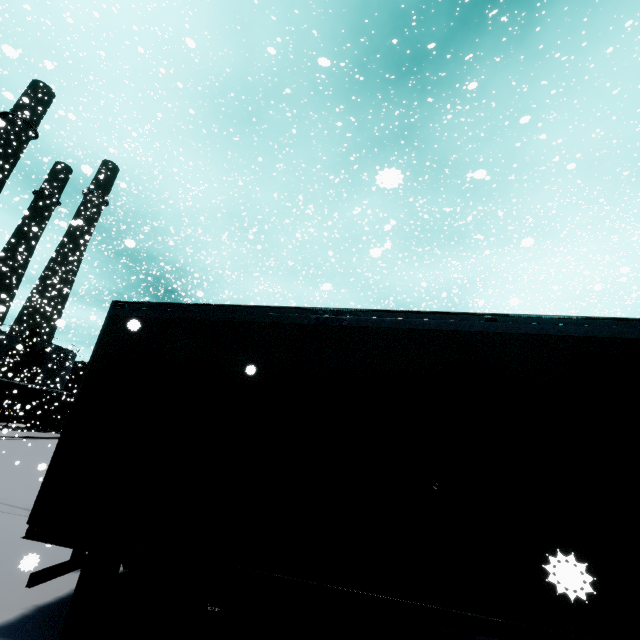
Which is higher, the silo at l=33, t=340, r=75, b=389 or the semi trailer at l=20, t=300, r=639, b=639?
the silo at l=33, t=340, r=75, b=389

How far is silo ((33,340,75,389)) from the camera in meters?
53.5 m

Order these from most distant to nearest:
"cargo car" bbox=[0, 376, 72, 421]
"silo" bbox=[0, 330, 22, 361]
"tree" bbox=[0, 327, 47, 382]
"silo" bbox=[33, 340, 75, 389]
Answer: "silo" bbox=[33, 340, 75, 389], "silo" bbox=[0, 330, 22, 361], "tree" bbox=[0, 327, 47, 382], "cargo car" bbox=[0, 376, 72, 421]

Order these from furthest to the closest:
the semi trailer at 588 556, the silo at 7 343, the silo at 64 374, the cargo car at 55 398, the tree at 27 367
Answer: the silo at 64 374 < the silo at 7 343 < the tree at 27 367 < the cargo car at 55 398 < the semi trailer at 588 556

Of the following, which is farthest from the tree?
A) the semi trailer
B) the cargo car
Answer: the semi trailer

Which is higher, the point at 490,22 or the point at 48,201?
the point at 490,22

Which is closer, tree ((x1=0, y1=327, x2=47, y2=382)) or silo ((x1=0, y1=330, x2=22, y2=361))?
tree ((x1=0, y1=327, x2=47, y2=382))

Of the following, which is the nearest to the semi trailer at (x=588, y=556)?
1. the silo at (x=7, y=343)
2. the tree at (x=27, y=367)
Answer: the silo at (x=7, y=343)
